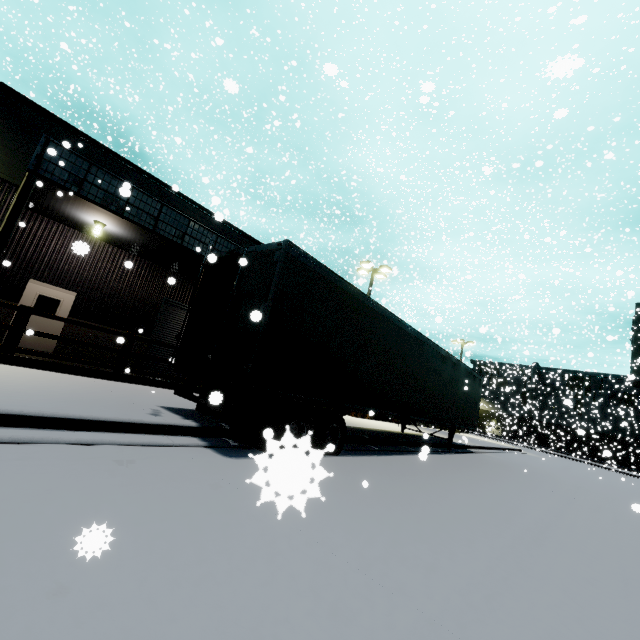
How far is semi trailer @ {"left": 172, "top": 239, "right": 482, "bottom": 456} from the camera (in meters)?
5.80

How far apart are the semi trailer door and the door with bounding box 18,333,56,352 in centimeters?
1027cm

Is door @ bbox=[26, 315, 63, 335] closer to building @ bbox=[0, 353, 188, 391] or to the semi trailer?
building @ bbox=[0, 353, 188, 391]

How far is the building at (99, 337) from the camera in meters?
12.7 m

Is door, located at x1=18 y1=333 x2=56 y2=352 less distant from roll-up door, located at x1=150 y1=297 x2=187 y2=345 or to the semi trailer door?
roll-up door, located at x1=150 y1=297 x2=187 y2=345

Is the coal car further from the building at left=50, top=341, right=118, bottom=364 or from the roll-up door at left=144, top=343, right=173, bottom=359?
the roll-up door at left=144, top=343, right=173, bottom=359

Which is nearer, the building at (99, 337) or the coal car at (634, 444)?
the building at (99, 337)

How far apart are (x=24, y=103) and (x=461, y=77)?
49.8 meters
